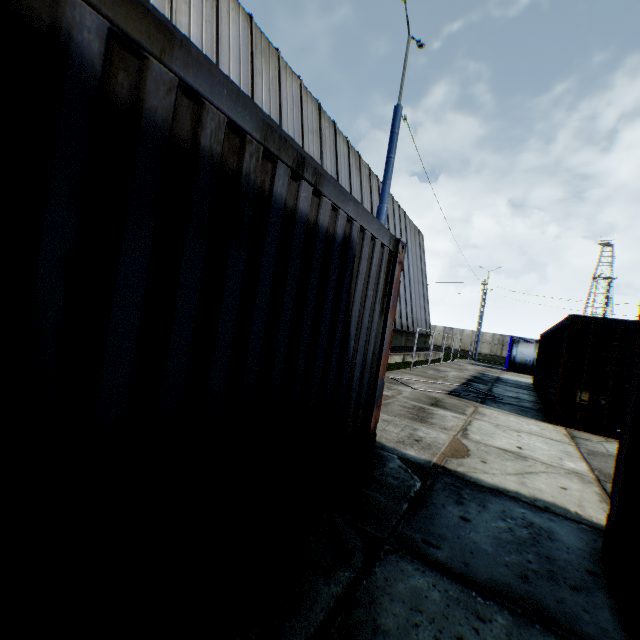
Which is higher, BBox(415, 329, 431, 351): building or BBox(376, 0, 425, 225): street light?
BBox(376, 0, 425, 225): street light

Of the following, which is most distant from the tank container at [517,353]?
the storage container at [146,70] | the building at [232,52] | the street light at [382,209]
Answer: the storage container at [146,70]

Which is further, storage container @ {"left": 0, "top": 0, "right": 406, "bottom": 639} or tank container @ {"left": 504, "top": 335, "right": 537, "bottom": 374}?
tank container @ {"left": 504, "top": 335, "right": 537, "bottom": 374}

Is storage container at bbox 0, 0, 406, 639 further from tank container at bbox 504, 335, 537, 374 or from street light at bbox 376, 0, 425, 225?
tank container at bbox 504, 335, 537, 374

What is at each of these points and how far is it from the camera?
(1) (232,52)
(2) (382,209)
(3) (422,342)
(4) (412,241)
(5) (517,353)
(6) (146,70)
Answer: (1) building, 9.8 meters
(2) street light, 8.5 meters
(3) building, 27.1 meters
(4) building, 26.9 meters
(5) tank container, 25.8 meters
(6) storage container, 1.4 meters

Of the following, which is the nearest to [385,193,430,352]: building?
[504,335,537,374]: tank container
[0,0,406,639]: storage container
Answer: [0,0,406,639]: storage container

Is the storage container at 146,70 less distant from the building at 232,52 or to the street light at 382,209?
the building at 232,52

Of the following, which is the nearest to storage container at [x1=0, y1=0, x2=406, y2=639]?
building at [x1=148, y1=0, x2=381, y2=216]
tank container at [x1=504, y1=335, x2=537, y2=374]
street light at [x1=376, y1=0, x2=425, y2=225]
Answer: building at [x1=148, y1=0, x2=381, y2=216]
